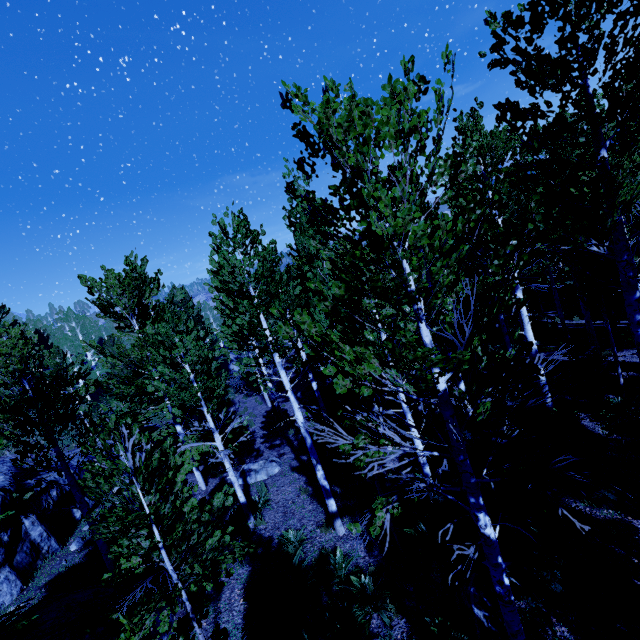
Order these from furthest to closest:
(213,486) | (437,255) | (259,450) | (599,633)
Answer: (259,450)
(213,486)
(599,633)
(437,255)

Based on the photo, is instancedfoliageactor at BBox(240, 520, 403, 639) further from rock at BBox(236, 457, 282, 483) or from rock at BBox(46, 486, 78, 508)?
rock at BBox(236, 457, 282, 483)

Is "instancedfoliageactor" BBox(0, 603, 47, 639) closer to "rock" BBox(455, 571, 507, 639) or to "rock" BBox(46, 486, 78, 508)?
"rock" BBox(46, 486, 78, 508)

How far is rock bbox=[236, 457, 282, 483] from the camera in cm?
1262

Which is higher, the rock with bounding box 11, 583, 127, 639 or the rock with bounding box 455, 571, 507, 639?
the rock with bounding box 11, 583, 127, 639

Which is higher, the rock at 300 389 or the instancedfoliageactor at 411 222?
the instancedfoliageactor at 411 222

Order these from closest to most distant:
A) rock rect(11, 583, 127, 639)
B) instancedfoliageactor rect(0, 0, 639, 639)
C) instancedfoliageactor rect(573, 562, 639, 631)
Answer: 1. instancedfoliageactor rect(0, 0, 639, 639)
2. instancedfoliageactor rect(573, 562, 639, 631)
3. rock rect(11, 583, 127, 639)

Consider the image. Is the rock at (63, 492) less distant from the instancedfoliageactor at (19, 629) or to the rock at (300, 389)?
the instancedfoliageactor at (19, 629)
